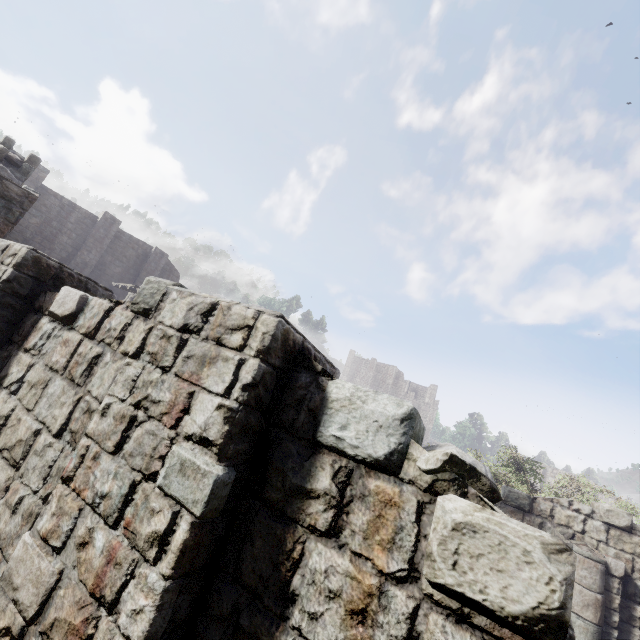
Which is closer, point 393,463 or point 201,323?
point 393,463
